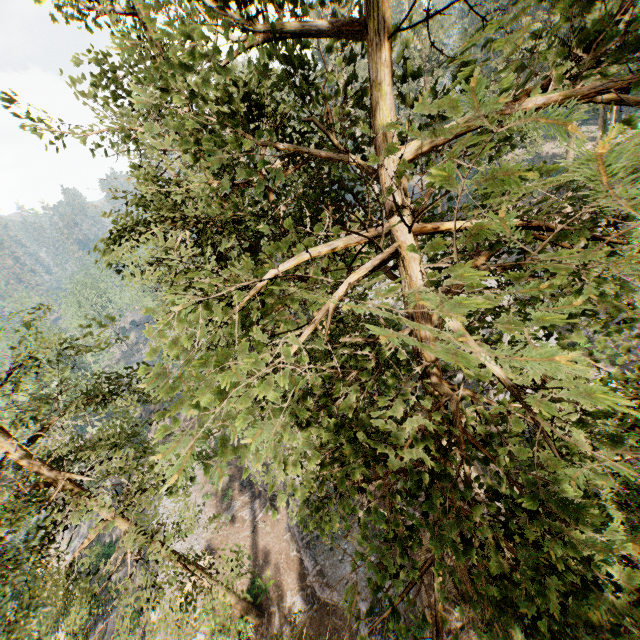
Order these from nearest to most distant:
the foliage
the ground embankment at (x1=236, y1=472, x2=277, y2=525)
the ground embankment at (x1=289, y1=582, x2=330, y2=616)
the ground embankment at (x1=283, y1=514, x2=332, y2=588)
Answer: the foliage
the ground embankment at (x1=289, y1=582, x2=330, y2=616)
the ground embankment at (x1=283, y1=514, x2=332, y2=588)
the ground embankment at (x1=236, y1=472, x2=277, y2=525)

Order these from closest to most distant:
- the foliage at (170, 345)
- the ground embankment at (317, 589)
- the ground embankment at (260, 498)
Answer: the foliage at (170, 345) < the ground embankment at (317, 589) < the ground embankment at (260, 498)

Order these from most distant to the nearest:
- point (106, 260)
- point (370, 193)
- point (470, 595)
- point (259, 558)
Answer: point (259, 558) → point (106, 260) → point (370, 193) → point (470, 595)

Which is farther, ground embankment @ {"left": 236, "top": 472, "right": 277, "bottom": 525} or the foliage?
ground embankment @ {"left": 236, "top": 472, "right": 277, "bottom": 525}

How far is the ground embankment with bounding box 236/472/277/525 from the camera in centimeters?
2953cm

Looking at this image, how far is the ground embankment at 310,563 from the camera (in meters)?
22.88
